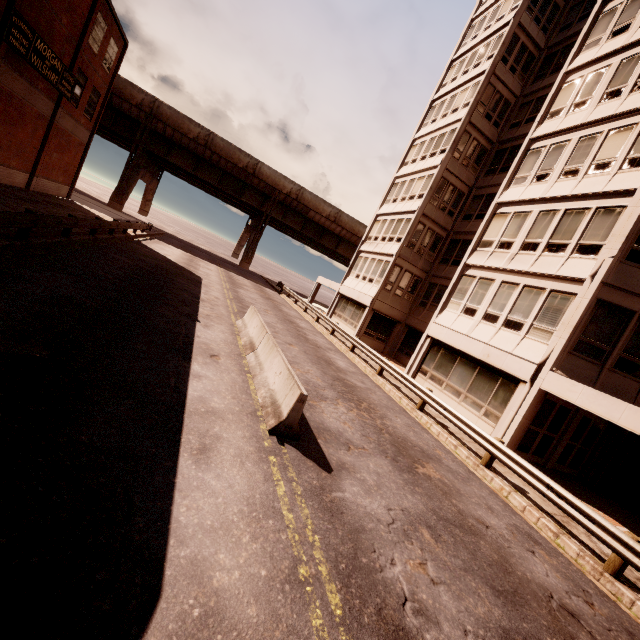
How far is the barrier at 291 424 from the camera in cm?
632

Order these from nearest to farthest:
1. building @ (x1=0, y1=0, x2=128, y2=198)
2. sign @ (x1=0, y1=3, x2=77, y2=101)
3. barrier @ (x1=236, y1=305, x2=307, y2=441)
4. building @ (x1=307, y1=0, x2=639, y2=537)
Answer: barrier @ (x1=236, y1=305, x2=307, y2=441), building @ (x1=307, y1=0, x2=639, y2=537), sign @ (x1=0, y1=3, x2=77, y2=101), building @ (x1=0, y1=0, x2=128, y2=198)

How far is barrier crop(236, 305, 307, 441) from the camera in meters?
6.3

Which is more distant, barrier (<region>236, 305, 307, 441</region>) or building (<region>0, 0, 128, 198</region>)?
building (<region>0, 0, 128, 198</region>)

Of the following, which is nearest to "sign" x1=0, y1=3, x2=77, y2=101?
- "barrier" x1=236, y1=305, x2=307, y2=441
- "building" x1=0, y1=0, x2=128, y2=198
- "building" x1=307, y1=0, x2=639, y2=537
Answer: "building" x1=0, y1=0, x2=128, y2=198

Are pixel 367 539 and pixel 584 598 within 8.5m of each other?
yes

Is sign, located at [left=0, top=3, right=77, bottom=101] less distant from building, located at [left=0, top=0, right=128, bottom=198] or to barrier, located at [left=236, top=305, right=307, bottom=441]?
building, located at [left=0, top=0, right=128, bottom=198]

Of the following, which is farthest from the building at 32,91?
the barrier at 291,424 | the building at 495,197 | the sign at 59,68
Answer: the building at 495,197
